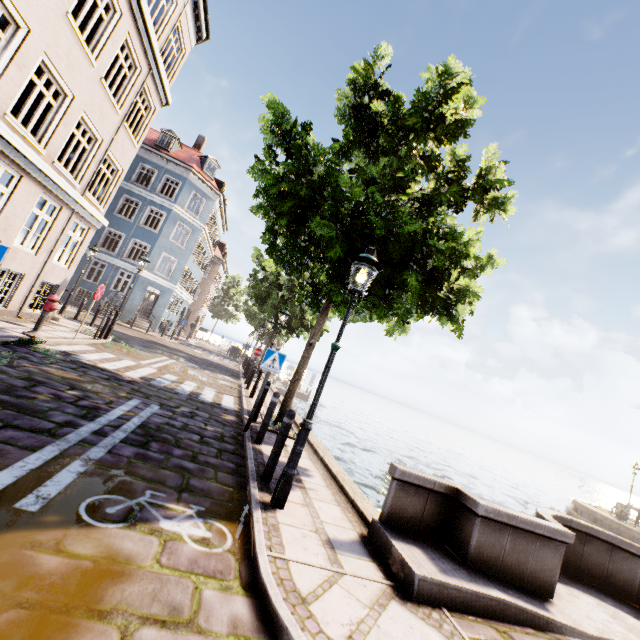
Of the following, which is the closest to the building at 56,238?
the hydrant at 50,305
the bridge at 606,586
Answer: the hydrant at 50,305

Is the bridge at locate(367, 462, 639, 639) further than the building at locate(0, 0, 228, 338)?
No

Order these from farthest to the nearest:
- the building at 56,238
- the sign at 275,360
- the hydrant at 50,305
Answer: the hydrant at 50,305 < the building at 56,238 < the sign at 275,360

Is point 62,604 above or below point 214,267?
below

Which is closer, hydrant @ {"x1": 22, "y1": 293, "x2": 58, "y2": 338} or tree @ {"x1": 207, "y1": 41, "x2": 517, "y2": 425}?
tree @ {"x1": 207, "y1": 41, "x2": 517, "y2": 425}

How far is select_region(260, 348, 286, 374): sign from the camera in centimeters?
736cm

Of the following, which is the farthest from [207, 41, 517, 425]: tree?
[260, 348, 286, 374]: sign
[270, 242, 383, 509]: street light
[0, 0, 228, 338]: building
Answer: [0, 0, 228, 338]: building

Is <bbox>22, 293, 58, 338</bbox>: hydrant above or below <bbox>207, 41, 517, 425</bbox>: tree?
below
